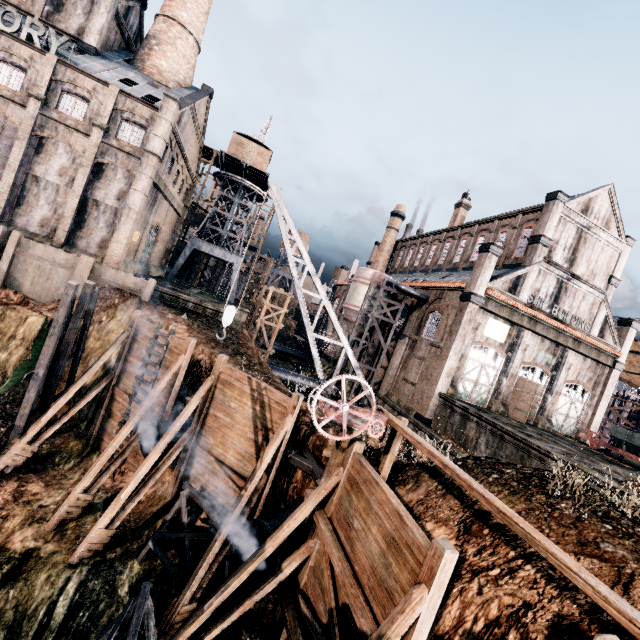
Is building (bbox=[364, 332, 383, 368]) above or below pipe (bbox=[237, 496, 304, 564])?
above

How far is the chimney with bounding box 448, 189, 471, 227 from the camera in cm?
4325

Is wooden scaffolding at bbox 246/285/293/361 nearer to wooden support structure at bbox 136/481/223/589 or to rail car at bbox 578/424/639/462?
wooden support structure at bbox 136/481/223/589

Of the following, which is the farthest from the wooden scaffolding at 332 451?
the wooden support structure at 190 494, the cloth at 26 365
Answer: the cloth at 26 365

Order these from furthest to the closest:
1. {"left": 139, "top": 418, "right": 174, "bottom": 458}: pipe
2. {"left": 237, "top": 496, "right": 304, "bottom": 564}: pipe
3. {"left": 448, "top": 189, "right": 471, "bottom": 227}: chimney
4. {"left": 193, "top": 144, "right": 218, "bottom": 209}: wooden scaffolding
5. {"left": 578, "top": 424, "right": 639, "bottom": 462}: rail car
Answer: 1. {"left": 193, "top": 144, "right": 218, "bottom": 209}: wooden scaffolding
2. {"left": 448, "top": 189, "right": 471, "bottom": 227}: chimney
3. {"left": 578, "top": 424, "right": 639, "bottom": 462}: rail car
4. {"left": 139, "top": 418, "right": 174, "bottom": 458}: pipe
5. {"left": 237, "top": 496, "right": 304, "bottom": 564}: pipe

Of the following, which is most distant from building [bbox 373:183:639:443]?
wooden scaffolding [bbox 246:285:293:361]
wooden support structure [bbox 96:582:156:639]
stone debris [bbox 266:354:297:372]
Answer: wooden support structure [bbox 96:582:156:639]

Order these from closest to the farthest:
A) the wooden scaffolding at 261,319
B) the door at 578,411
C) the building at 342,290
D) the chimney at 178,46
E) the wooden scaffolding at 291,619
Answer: the wooden scaffolding at 291,619, the door at 578,411, the chimney at 178,46, the wooden scaffolding at 261,319, the building at 342,290

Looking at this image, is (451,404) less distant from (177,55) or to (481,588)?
(481,588)
